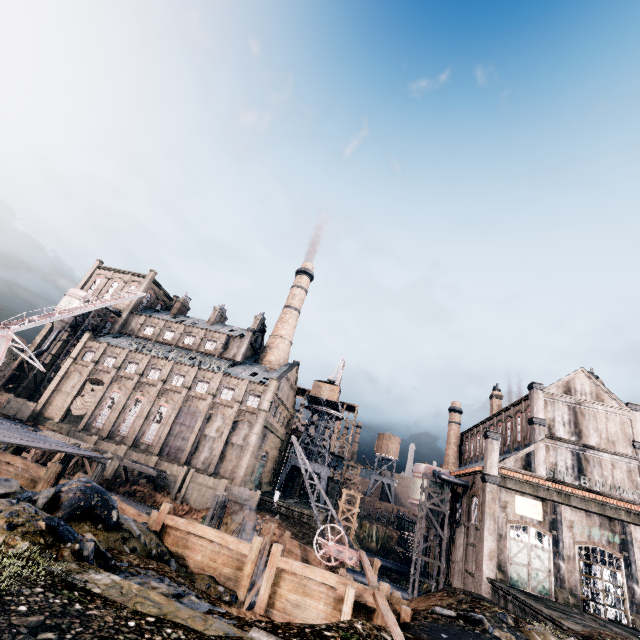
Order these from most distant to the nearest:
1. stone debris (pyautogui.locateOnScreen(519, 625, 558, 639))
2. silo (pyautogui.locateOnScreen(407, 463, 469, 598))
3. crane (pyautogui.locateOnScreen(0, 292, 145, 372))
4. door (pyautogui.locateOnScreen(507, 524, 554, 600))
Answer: silo (pyautogui.locateOnScreen(407, 463, 469, 598))
door (pyautogui.locateOnScreen(507, 524, 554, 600))
crane (pyautogui.locateOnScreen(0, 292, 145, 372))
stone debris (pyautogui.locateOnScreen(519, 625, 558, 639))

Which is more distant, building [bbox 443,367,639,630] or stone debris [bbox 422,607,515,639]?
building [bbox 443,367,639,630]

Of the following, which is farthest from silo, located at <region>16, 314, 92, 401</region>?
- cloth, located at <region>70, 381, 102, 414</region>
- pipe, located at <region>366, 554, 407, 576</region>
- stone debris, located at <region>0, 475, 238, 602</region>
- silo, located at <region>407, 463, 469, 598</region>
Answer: silo, located at <region>407, 463, 469, 598</region>

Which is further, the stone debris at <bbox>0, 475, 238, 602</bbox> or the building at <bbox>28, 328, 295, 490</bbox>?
the building at <bbox>28, 328, 295, 490</bbox>

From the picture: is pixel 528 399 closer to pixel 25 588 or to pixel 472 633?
pixel 472 633

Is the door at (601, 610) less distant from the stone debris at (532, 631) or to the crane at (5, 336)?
the stone debris at (532, 631)

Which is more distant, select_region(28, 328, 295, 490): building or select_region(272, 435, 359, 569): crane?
select_region(28, 328, 295, 490): building

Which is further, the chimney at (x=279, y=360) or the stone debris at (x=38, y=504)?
the chimney at (x=279, y=360)
